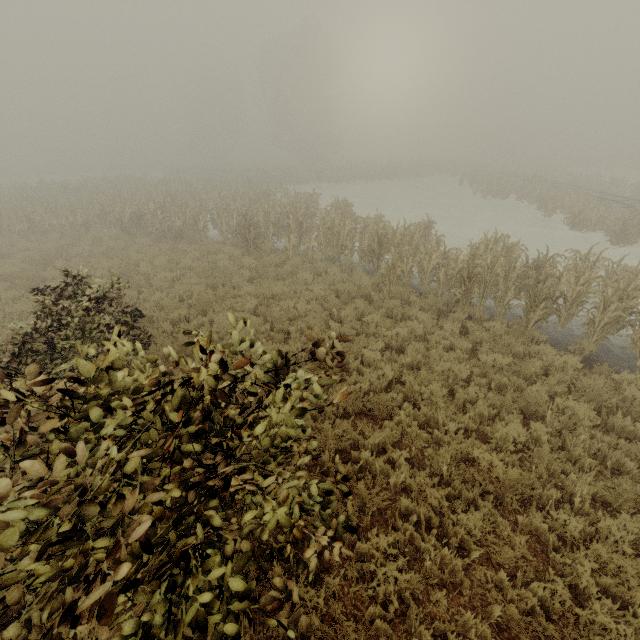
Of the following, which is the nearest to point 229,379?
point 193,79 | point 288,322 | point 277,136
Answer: point 288,322

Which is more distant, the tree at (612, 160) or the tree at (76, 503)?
the tree at (612, 160)

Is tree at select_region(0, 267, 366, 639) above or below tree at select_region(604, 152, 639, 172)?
above

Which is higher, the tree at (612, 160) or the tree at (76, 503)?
the tree at (76, 503)

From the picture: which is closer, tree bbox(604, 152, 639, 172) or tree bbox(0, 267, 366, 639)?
tree bbox(0, 267, 366, 639)
